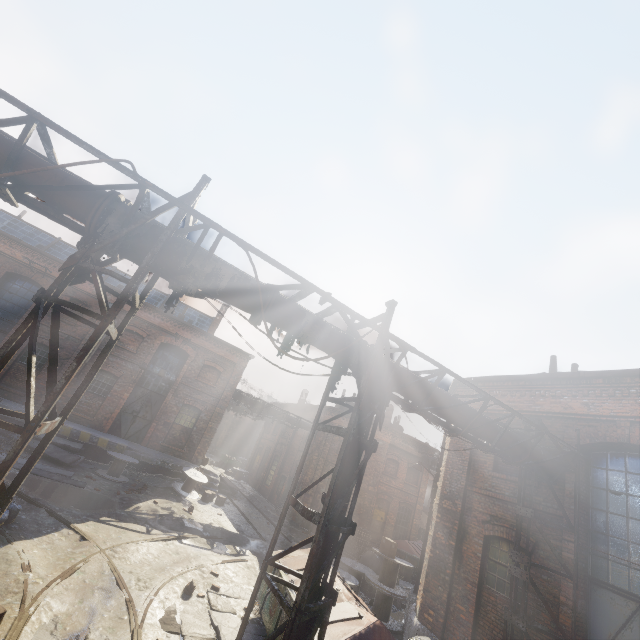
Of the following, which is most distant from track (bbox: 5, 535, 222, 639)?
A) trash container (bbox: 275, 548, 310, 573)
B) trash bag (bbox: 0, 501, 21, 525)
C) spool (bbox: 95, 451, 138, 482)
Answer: spool (bbox: 95, 451, 138, 482)

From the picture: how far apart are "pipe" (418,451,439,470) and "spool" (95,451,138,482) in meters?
18.8 m

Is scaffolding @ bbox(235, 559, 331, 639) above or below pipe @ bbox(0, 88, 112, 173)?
below

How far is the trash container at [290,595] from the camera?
6.5 meters

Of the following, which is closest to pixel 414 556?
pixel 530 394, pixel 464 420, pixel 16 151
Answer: pixel 530 394

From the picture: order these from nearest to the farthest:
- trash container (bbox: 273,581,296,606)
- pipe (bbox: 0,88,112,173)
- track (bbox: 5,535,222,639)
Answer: pipe (bbox: 0,88,112,173) < track (bbox: 5,535,222,639) < trash container (bbox: 273,581,296,606)

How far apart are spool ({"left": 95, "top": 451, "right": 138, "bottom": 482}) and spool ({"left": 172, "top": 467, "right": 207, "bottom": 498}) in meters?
2.2

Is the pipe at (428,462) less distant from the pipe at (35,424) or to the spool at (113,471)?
the pipe at (35,424)
